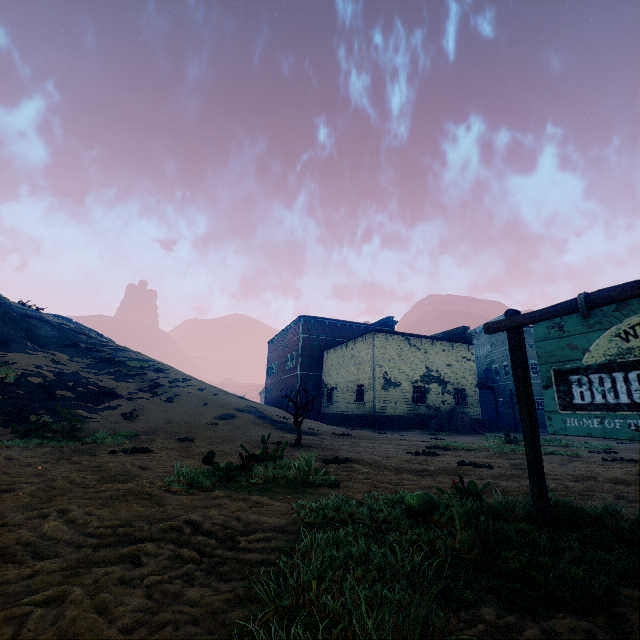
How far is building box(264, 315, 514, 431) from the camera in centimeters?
2397cm

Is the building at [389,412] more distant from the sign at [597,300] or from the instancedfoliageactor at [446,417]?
the sign at [597,300]

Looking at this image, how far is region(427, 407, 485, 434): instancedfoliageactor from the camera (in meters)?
21.06

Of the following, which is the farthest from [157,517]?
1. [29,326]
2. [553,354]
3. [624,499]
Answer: [29,326]

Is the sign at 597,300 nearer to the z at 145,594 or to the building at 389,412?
the z at 145,594

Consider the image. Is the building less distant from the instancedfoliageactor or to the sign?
the instancedfoliageactor

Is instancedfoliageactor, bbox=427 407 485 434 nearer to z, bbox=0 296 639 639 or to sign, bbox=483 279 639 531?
z, bbox=0 296 639 639

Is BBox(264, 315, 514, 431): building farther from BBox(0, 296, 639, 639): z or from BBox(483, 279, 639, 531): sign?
BBox(483, 279, 639, 531): sign
